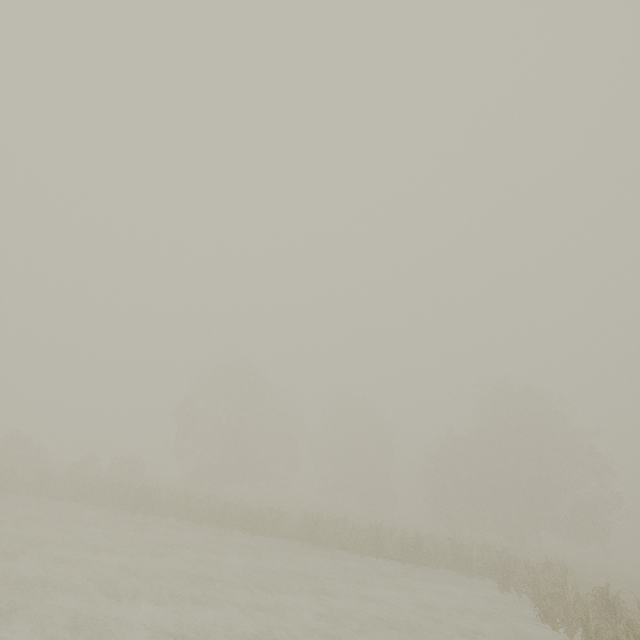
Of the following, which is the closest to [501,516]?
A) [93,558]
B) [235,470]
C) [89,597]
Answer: [235,470]
